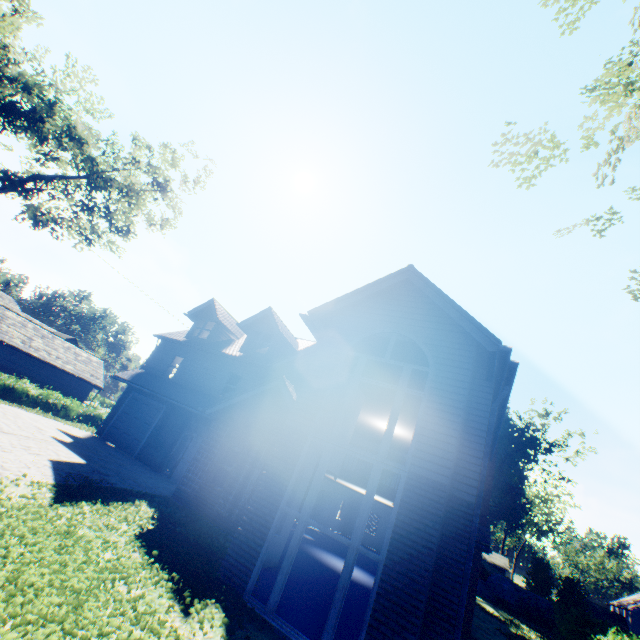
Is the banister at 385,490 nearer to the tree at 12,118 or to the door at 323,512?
the tree at 12,118

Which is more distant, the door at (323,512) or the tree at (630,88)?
the door at (323,512)

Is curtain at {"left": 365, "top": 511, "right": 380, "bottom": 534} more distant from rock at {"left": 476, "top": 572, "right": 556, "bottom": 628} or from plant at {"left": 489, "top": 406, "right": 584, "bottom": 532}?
rock at {"left": 476, "top": 572, "right": 556, "bottom": 628}

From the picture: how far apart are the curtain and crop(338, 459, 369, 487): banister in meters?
19.8

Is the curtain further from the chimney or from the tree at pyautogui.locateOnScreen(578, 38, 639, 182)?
the tree at pyautogui.locateOnScreen(578, 38, 639, 182)

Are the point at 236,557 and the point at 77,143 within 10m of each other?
no

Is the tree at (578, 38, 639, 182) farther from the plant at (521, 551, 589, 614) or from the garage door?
the garage door

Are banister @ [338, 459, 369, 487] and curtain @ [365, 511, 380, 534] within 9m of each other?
no
